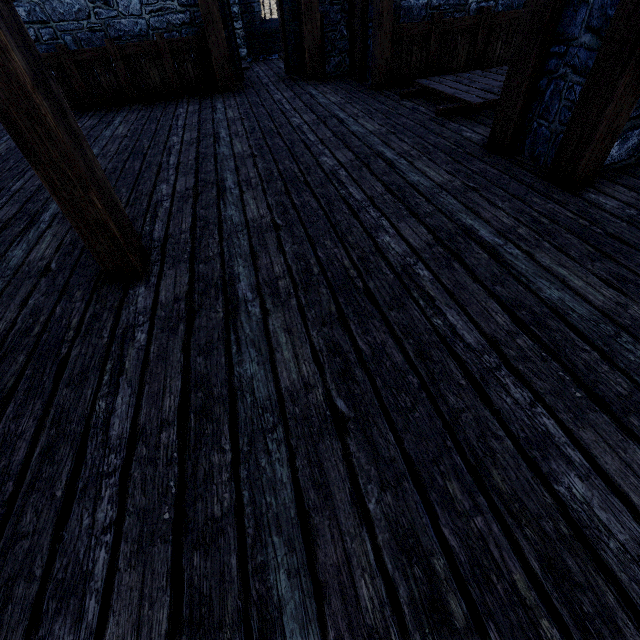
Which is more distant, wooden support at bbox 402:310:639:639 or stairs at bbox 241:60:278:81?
stairs at bbox 241:60:278:81

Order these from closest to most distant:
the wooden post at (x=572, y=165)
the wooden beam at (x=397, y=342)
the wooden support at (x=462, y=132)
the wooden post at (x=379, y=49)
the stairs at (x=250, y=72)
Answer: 1. the wooden beam at (x=397, y=342)
2. the wooden post at (x=572, y=165)
3. the wooden support at (x=462, y=132)
4. the wooden post at (x=379, y=49)
5. the stairs at (x=250, y=72)

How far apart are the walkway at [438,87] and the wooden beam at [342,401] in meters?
4.3 m

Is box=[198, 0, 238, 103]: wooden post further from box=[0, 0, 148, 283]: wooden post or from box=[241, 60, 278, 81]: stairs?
box=[0, 0, 148, 283]: wooden post

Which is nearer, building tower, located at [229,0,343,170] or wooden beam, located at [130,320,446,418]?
wooden beam, located at [130,320,446,418]

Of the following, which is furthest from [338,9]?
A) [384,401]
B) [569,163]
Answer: [384,401]

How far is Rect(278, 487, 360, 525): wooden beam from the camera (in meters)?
1.31

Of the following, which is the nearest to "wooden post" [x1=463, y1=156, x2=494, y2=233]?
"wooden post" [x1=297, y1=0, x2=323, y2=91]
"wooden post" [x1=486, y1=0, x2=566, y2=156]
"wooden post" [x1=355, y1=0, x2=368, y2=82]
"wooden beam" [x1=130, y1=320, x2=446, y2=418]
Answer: "wooden post" [x1=486, y1=0, x2=566, y2=156]
